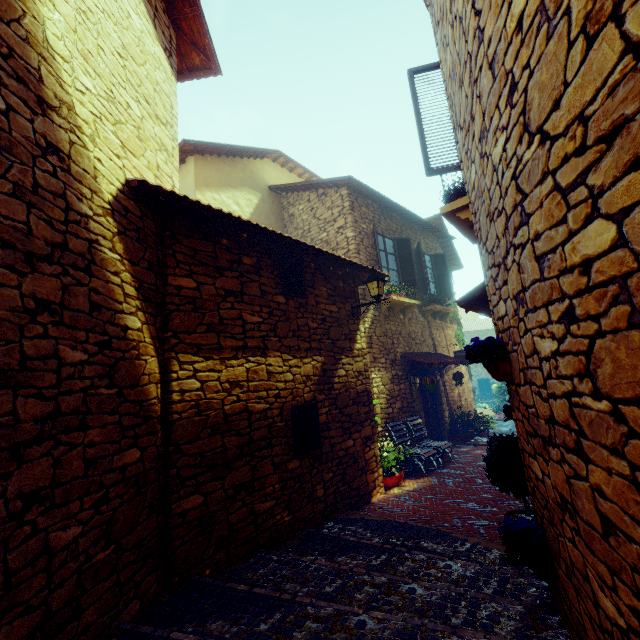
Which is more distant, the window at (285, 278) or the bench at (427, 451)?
the bench at (427, 451)

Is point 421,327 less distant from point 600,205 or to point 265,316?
point 265,316

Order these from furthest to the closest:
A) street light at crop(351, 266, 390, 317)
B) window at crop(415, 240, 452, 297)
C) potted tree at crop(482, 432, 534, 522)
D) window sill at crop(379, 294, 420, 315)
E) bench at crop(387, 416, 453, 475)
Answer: window at crop(415, 240, 452, 297)
window sill at crop(379, 294, 420, 315)
bench at crop(387, 416, 453, 475)
street light at crop(351, 266, 390, 317)
potted tree at crop(482, 432, 534, 522)

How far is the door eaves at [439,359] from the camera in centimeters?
863cm

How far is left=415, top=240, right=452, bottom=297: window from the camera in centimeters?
1036cm

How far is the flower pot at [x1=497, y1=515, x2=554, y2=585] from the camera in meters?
2.4

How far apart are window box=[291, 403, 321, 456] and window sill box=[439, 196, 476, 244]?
3.4 meters

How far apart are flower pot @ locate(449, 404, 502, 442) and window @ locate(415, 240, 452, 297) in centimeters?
425cm
